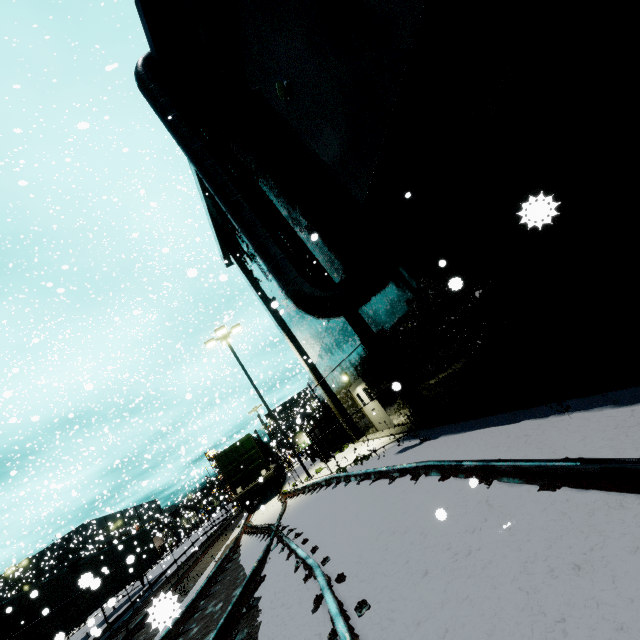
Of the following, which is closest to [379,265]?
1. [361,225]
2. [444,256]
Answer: [361,225]

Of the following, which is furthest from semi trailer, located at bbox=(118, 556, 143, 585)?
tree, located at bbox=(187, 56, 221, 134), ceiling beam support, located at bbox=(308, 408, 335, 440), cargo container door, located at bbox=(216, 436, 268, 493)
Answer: ceiling beam support, located at bbox=(308, 408, 335, 440)

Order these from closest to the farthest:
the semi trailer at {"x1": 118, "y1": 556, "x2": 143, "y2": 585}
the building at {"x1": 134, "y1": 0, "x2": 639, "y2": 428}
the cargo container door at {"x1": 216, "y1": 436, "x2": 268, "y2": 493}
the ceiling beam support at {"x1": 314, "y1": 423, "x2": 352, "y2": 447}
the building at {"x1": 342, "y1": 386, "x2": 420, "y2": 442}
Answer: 1. the building at {"x1": 134, "y1": 0, "x2": 639, "y2": 428}
2. the building at {"x1": 342, "y1": 386, "x2": 420, "y2": 442}
3. the cargo container door at {"x1": 216, "y1": 436, "x2": 268, "y2": 493}
4. the ceiling beam support at {"x1": 314, "y1": 423, "x2": 352, "y2": 447}
5. the semi trailer at {"x1": 118, "y1": 556, "x2": 143, "y2": 585}

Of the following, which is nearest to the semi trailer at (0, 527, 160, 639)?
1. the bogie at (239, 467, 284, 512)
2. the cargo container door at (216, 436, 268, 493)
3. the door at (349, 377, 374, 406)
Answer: the door at (349, 377, 374, 406)

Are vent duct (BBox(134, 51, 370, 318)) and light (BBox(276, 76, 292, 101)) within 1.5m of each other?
no

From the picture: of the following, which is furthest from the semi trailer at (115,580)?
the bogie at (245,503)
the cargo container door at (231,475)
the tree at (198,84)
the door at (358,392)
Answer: the bogie at (245,503)

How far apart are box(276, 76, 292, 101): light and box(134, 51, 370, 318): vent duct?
2.9m

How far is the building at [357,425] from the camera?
9.9 meters
